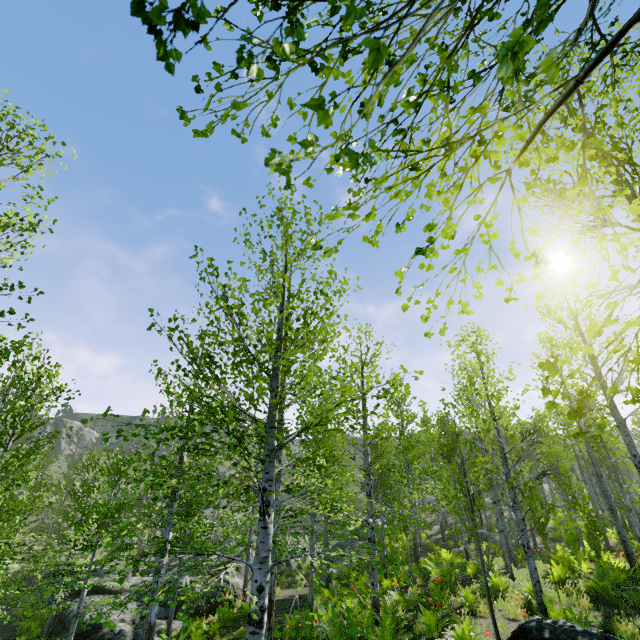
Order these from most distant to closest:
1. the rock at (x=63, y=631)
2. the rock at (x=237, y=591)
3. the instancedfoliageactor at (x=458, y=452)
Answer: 1. the rock at (x=237, y=591)
2. the rock at (x=63, y=631)
3. the instancedfoliageactor at (x=458, y=452)

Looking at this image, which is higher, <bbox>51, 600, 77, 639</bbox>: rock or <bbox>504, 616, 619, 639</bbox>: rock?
<bbox>504, 616, 619, 639</bbox>: rock

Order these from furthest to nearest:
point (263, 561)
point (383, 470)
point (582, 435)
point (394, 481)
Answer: point (394, 481) → point (383, 470) → point (263, 561) → point (582, 435)

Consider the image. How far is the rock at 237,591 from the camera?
17.4 meters

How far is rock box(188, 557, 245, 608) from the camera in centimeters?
1736cm

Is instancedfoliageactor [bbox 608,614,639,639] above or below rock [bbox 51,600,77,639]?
above

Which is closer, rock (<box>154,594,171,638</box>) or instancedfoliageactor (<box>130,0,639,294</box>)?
instancedfoliageactor (<box>130,0,639,294</box>)

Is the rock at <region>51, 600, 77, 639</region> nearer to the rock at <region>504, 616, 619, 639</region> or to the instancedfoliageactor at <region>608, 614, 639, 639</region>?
the instancedfoliageactor at <region>608, 614, 639, 639</region>
